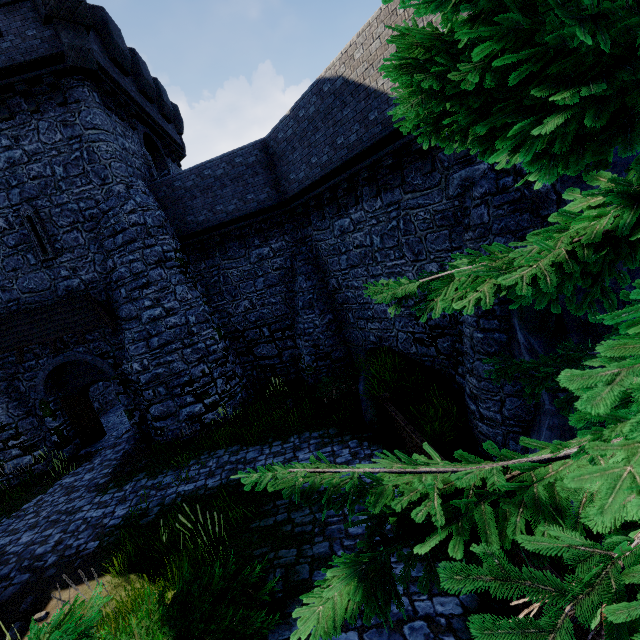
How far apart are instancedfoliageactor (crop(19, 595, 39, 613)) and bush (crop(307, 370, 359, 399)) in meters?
8.8 m

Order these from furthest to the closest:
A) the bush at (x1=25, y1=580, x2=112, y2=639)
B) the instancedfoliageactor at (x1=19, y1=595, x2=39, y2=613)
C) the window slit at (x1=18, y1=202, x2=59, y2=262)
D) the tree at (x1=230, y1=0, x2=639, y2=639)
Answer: the window slit at (x1=18, y1=202, x2=59, y2=262) < the instancedfoliageactor at (x1=19, y1=595, x2=39, y2=613) < the bush at (x1=25, y1=580, x2=112, y2=639) < the tree at (x1=230, y1=0, x2=639, y2=639)

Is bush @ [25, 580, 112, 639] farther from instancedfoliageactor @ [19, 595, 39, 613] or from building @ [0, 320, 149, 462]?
building @ [0, 320, 149, 462]

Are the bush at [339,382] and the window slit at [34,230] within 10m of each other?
no

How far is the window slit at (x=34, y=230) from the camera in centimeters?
1215cm

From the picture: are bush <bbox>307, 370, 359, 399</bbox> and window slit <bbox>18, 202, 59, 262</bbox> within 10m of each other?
no

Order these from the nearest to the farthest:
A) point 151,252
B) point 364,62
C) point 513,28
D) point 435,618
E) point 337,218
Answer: point 513,28 → point 435,618 → point 364,62 → point 337,218 → point 151,252

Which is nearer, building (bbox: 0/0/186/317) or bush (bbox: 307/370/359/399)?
building (bbox: 0/0/186/317)
